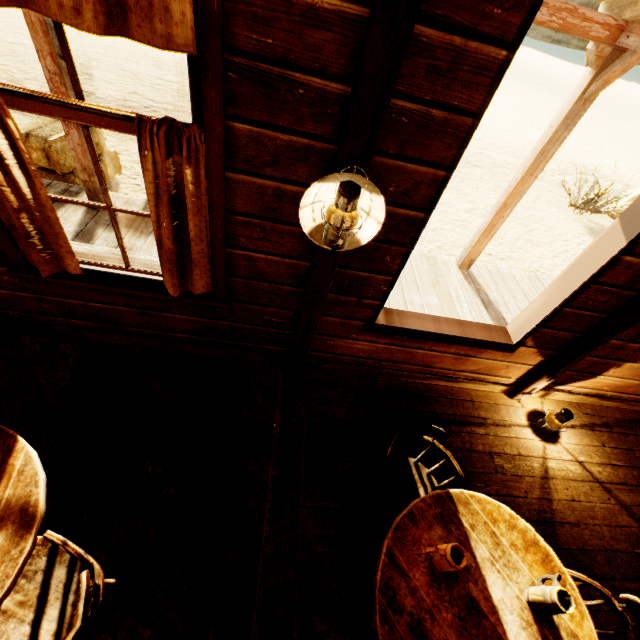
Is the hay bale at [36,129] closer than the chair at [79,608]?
No

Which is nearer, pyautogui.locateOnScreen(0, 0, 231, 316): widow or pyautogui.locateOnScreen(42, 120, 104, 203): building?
pyautogui.locateOnScreen(0, 0, 231, 316): widow

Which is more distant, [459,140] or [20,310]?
[20,310]

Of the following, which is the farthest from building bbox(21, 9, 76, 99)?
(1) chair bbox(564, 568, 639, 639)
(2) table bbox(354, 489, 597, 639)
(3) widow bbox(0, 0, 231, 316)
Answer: (1) chair bbox(564, 568, 639, 639)

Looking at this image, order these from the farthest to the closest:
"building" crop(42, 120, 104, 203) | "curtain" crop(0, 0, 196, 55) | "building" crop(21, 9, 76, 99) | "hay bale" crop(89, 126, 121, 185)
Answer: "hay bale" crop(89, 126, 121, 185) → "building" crop(42, 120, 104, 203) → "building" crop(21, 9, 76, 99) → "curtain" crop(0, 0, 196, 55)

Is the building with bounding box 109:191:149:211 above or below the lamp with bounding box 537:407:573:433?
below

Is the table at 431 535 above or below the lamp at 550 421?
above

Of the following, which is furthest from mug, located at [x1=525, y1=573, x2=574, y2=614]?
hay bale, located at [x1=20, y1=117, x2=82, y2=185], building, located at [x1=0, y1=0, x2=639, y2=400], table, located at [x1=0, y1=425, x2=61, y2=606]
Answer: hay bale, located at [x1=20, y1=117, x2=82, y2=185]
